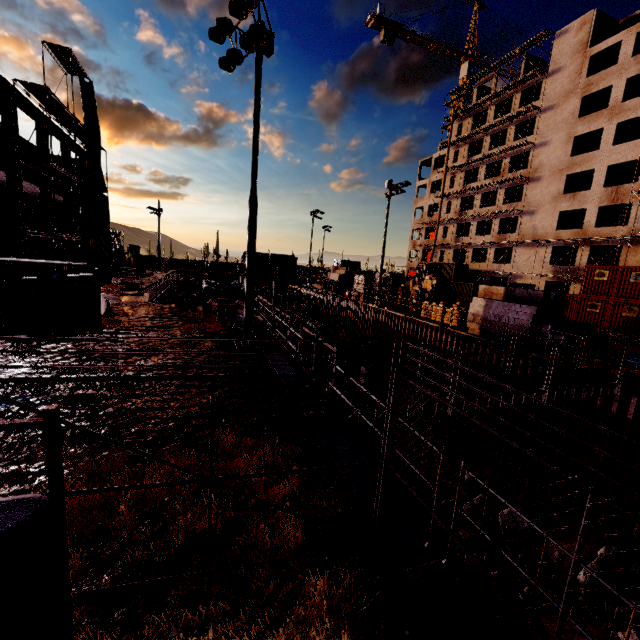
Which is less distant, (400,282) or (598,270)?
(598,270)

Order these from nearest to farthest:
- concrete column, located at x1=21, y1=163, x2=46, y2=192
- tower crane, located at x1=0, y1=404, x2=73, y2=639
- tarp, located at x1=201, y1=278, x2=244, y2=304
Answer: tower crane, located at x1=0, y1=404, x2=73, y2=639 → tarp, located at x1=201, y1=278, x2=244, y2=304 → concrete column, located at x1=21, y1=163, x2=46, y2=192

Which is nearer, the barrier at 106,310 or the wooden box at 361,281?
the barrier at 106,310

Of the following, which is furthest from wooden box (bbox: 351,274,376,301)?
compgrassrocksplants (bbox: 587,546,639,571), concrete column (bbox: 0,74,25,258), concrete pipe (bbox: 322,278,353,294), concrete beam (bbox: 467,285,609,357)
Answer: concrete column (bbox: 0,74,25,258)

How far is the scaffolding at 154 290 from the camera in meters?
25.4 m

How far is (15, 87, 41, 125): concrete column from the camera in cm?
1808

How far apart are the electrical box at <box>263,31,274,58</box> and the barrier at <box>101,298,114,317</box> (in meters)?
13.00

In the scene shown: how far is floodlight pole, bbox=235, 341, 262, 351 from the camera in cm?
1218
